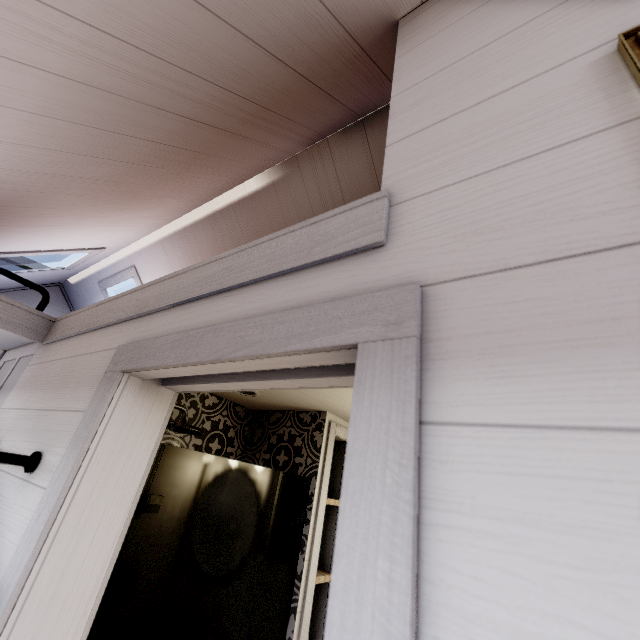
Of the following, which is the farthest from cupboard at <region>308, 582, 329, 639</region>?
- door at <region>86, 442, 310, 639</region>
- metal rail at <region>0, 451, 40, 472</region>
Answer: metal rail at <region>0, 451, 40, 472</region>

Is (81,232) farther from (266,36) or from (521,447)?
(521,447)

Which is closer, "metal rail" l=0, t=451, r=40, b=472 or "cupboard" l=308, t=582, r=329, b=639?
"metal rail" l=0, t=451, r=40, b=472

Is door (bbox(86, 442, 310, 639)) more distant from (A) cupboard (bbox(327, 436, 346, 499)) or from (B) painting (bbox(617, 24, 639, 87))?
(B) painting (bbox(617, 24, 639, 87))

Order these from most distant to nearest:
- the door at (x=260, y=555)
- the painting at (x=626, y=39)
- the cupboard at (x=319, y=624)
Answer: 1. the cupboard at (x=319, y=624)
2. the door at (x=260, y=555)
3. the painting at (x=626, y=39)

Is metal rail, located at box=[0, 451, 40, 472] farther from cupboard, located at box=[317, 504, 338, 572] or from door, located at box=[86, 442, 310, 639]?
cupboard, located at box=[317, 504, 338, 572]

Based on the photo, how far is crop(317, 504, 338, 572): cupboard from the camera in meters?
2.0

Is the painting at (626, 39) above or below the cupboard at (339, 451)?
above
